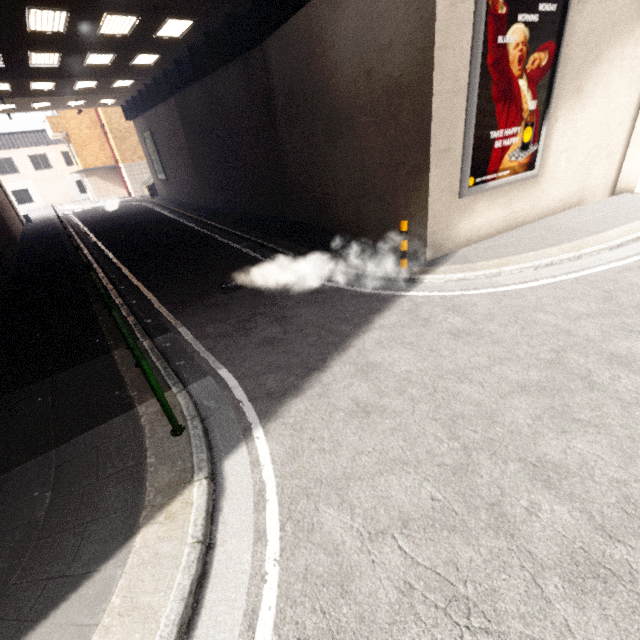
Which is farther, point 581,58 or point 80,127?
point 80,127

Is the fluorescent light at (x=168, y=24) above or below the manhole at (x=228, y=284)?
above

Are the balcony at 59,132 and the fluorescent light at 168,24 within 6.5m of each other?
no

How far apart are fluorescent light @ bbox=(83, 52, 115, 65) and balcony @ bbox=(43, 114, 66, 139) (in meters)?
19.67

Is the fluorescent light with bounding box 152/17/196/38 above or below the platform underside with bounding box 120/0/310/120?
above

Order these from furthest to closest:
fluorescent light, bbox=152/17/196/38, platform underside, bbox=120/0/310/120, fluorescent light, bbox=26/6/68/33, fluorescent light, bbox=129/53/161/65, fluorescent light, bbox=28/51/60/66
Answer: fluorescent light, bbox=129/53/161/65, fluorescent light, bbox=28/51/60/66, fluorescent light, bbox=152/17/196/38, platform underside, bbox=120/0/310/120, fluorescent light, bbox=26/6/68/33

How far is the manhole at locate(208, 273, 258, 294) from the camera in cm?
798

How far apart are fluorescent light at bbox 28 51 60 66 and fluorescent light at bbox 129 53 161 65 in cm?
292
